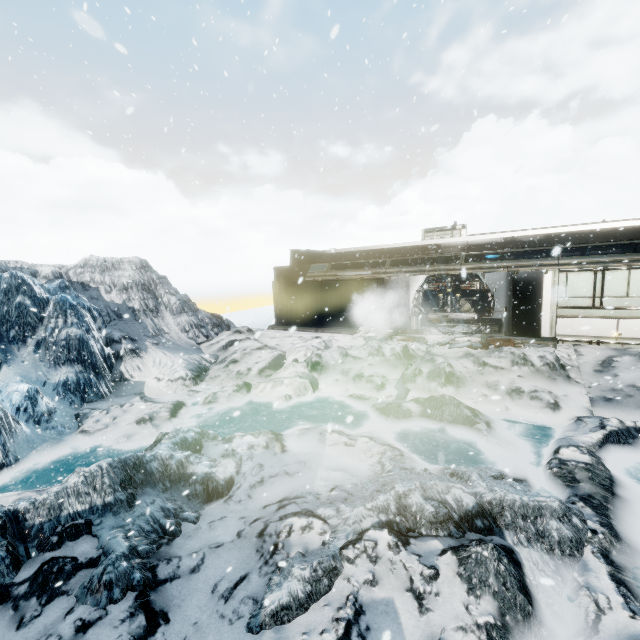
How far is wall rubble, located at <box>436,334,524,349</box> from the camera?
12.3 meters

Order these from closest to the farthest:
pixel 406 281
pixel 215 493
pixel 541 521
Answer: pixel 541 521, pixel 215 493, pixel 406 281

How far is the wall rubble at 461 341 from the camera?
12.27m
